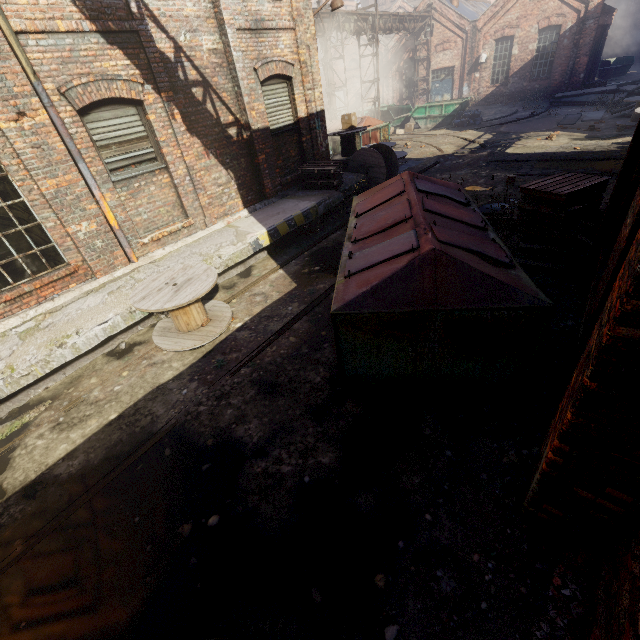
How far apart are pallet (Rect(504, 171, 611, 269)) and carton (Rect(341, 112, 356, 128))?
8.4 meters

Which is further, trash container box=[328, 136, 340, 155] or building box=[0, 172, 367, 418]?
trash container box=[328, 136, 340, 155]

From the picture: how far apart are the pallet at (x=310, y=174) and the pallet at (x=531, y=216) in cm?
516

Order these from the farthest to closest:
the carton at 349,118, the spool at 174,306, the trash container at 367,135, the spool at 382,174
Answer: the trash container at 367,135
the carton at 349,118
the spool at 382,174
the spool at 174,306

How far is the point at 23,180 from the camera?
5.4m

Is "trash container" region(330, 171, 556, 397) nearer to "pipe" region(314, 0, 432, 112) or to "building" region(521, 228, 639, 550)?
"building" region(521, 228, 639, 550)

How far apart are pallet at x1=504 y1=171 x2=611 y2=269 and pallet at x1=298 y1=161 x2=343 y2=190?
5.2 meters

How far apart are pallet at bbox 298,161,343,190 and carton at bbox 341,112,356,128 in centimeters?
354cm
